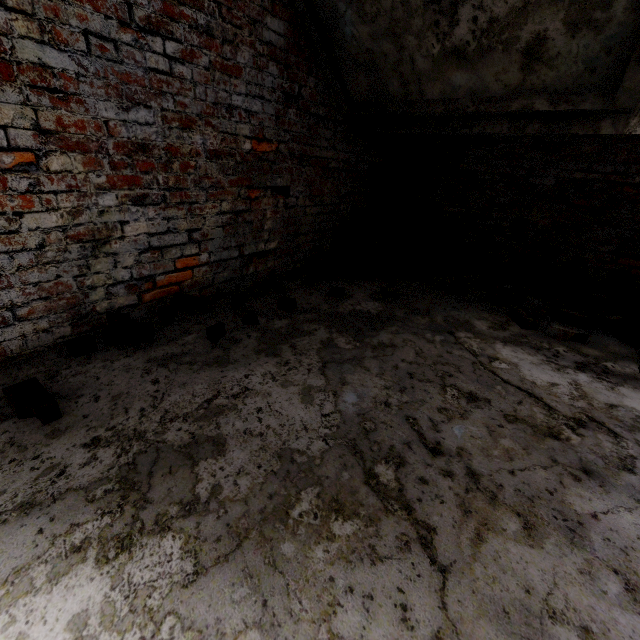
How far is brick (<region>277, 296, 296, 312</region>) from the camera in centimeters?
262cm

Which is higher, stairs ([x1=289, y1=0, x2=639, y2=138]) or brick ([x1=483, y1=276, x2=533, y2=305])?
stairs ([x1=289, y1=0, x2=639, y2=138])

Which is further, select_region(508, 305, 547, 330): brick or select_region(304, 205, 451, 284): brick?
select_region(304, 205, 451, 284): brick

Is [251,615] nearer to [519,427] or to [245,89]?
[519,427]

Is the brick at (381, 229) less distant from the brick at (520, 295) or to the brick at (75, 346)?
the brick at (520, 295)

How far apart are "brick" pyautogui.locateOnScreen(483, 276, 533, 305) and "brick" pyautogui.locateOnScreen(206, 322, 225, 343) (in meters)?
2.57

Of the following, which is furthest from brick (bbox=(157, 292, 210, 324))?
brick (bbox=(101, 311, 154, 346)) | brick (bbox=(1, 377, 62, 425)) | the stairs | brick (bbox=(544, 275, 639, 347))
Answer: brick (bbox=(544, 275, 639, 347))

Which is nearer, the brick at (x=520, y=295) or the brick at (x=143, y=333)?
the brick at (x=143, y=333)
